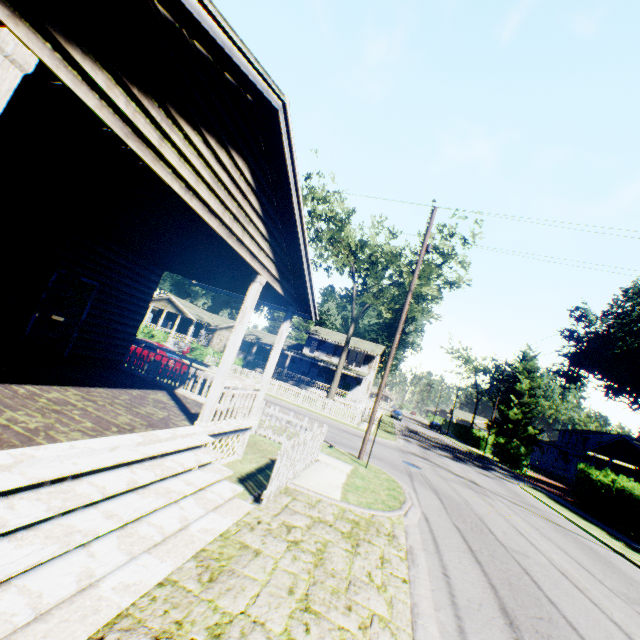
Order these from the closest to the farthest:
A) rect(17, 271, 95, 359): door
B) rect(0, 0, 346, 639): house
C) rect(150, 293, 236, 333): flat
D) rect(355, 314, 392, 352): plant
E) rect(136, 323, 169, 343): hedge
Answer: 1. rect(0, 0, 346, 639): house
2. rect(17, 271, 95, 359): door
3. rect(136, 323, 169, 343): hedge
4. rect(150, 293, 236, 333): flat
5. rect(355, 314, 392, 352): plant

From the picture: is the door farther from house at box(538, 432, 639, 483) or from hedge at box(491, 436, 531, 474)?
hedge at box(491, 436, 531, 474)

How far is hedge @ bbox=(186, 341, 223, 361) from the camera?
30.1 meters

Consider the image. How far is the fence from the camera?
6.8 meters

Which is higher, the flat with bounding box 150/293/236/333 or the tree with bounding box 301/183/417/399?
the tree with bounding box 301/183/417/399

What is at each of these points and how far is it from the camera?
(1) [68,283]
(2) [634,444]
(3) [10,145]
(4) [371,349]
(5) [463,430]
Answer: (1) door, 8.2 meters
(2) house, 27.5 meters
(3) house, 4.6 meters
(4) house, 45.1 meters
(5) hedge, 58.4 meters

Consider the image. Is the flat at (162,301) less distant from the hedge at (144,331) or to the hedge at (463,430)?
the hedge at (144,331)

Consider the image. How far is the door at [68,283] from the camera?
7.80m
